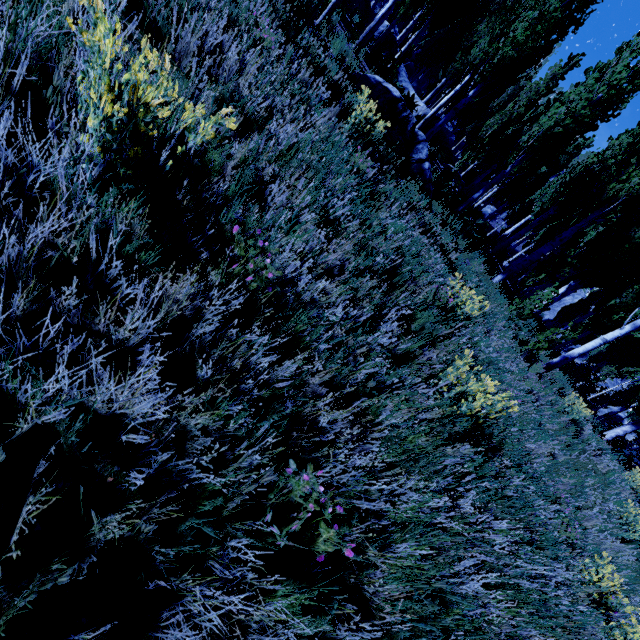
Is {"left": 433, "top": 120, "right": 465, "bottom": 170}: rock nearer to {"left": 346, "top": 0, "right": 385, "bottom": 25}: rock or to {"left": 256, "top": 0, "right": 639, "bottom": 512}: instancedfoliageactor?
{"left": 256, "top": 0, "right": 639, "bottom": 512}: instancedfoliageactor

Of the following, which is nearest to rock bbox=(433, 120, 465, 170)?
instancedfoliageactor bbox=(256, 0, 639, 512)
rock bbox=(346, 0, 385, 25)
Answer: instancedfoliageactor bbox=(256, 0, 639, 512)

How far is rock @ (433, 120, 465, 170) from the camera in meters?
19.6 m

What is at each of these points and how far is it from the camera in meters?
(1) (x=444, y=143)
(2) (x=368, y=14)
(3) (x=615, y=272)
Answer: (1) rock, 19.6 m
(2) rock, 19.5 m
(3) instancedfoliageactor, 20.1 m

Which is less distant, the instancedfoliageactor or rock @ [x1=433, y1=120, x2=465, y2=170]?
the instancedfoliageactor

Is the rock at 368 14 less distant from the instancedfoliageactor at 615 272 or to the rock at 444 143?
the instancedfoliageactor at 615 272
